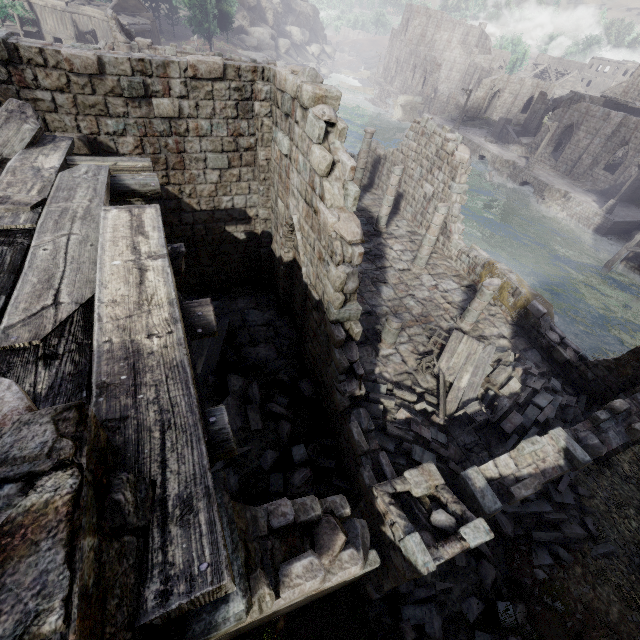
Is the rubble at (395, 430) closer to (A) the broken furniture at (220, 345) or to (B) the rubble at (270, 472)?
(B) the rubble at (270, 472)

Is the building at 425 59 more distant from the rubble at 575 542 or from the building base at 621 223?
the building base at 621 223

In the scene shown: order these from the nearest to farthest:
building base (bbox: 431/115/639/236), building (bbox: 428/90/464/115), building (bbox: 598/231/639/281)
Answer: building (bbox: 598/231/639/281) → building base (bbox: 431/115/639/236) → building (bbox: 428/90/464/115)

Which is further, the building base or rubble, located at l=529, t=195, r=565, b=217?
rubble, located at l=529, t=195, r=565, b=217

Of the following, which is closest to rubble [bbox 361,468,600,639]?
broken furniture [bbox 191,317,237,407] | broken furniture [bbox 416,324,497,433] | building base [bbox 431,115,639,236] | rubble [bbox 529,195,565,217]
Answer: broken furniture [bbox 416,324,497,433]

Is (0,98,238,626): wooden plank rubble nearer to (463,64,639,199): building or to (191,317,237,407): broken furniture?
(463,64,639,199): building

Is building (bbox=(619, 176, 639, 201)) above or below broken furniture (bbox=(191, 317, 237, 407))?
below

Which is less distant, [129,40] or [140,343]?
[140,343]
